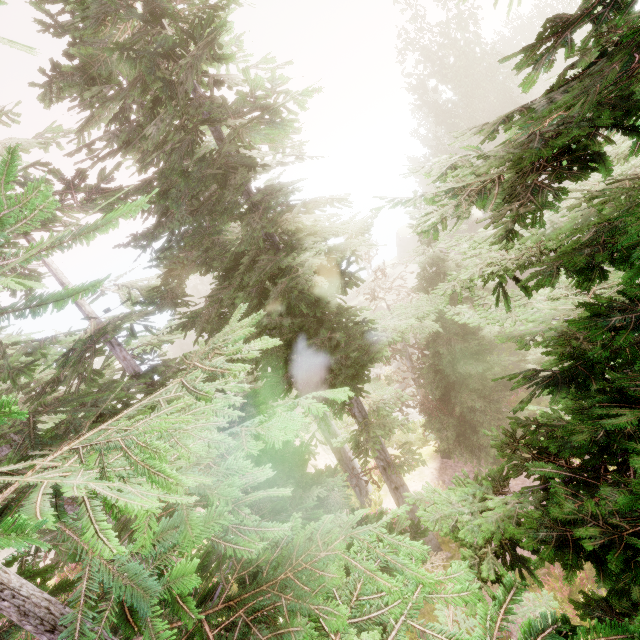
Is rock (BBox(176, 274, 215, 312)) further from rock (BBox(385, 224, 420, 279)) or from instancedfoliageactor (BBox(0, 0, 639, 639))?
rock (BBox(385, 224, 420, 279))

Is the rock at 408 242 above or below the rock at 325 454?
above

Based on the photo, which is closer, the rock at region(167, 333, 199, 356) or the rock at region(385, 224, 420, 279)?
the rock at region(385, 224, 420, 279)

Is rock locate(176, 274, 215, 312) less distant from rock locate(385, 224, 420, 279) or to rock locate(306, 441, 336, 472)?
rock locate(385, 224, 420, 279)

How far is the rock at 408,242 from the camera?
45.7 meters

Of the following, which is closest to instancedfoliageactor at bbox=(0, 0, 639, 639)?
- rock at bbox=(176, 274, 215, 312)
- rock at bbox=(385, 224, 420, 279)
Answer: rock at bbox=(176, 274, 215, 312)

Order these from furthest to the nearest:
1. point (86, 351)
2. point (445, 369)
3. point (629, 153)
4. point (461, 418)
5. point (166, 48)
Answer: point (461, 418) < point (445, 369) < point (86, 351) < point (166, 48) < point (629, 153)

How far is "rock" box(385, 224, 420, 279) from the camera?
45.7 meters
